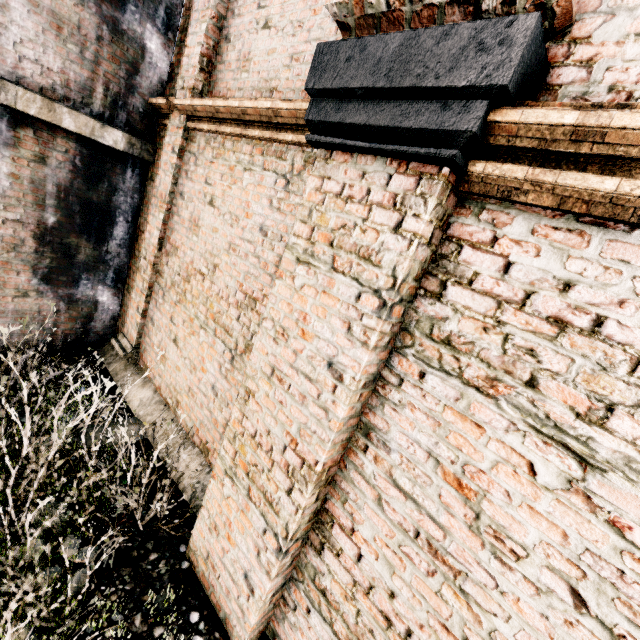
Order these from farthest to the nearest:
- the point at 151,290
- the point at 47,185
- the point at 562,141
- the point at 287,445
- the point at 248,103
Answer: the point at 151,290 → the point at 47,185 → the point at 248,103 → the point at 287,445 → the point at 562,141

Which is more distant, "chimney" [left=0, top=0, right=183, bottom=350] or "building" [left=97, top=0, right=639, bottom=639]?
"chimney" [left=0, top=0, right=183, bottom=350]

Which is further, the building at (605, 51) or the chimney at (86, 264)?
the chimney at (86, 264)
